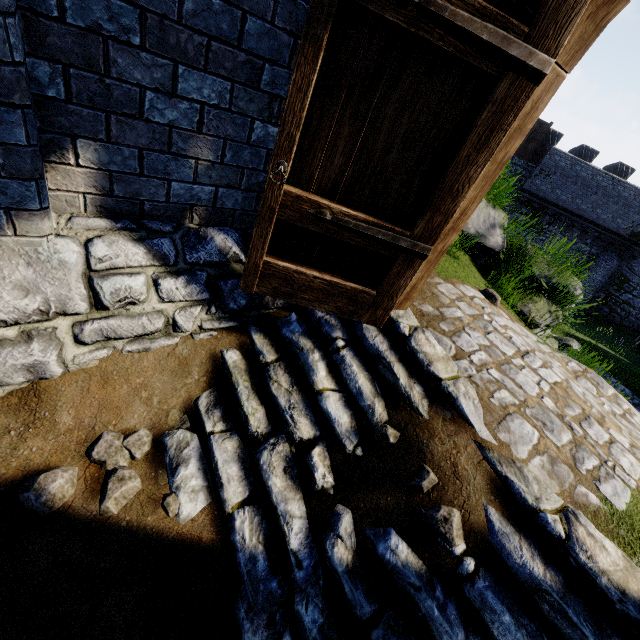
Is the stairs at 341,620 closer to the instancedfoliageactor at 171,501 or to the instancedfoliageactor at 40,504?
the instancedfoliageactor at 171,501

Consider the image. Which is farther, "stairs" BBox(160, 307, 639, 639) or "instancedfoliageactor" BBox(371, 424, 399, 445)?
"instancedfoliageactor" BBox(371, 424, 399, 445)

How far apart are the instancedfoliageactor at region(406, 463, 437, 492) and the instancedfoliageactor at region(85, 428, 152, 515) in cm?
195

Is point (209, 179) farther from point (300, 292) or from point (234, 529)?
point (234, 529)

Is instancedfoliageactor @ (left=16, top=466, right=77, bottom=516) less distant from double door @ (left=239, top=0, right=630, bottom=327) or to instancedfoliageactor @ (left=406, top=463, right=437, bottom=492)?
double door @ (left=239, top=0, right=630, bottom=327)

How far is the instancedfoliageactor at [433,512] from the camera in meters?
2.1 m

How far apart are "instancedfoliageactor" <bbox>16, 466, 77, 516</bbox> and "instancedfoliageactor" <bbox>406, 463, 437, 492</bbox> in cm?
233

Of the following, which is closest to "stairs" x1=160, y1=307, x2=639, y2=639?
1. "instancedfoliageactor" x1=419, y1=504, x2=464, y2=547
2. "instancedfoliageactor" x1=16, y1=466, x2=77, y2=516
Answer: "instancedfoliageactor" x1=419, y1=504, x2=464, y2=547
